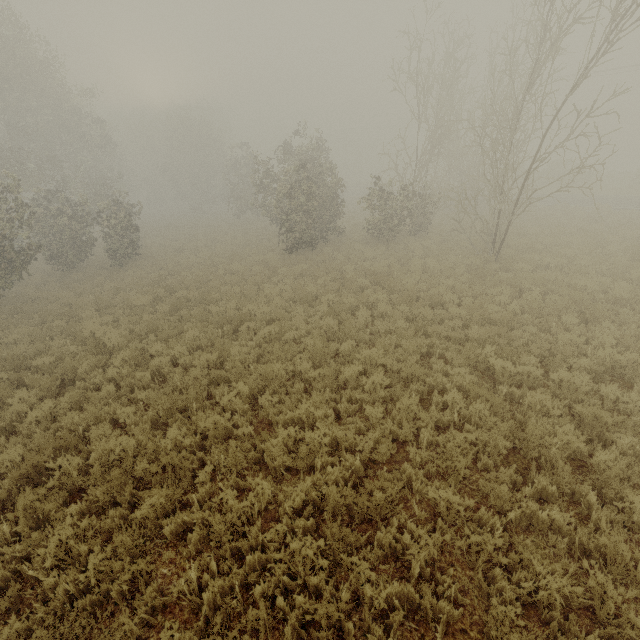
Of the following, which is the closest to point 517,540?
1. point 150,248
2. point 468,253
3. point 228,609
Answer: point 228,609
